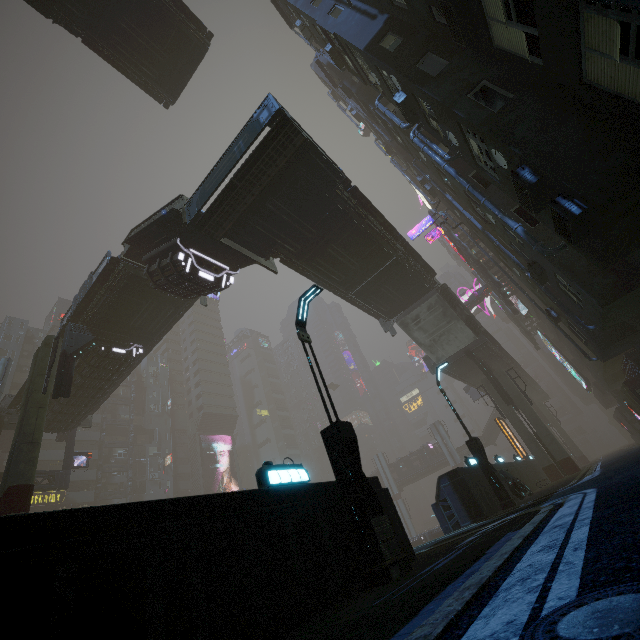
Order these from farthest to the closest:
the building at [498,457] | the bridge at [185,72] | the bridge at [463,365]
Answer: the bridge at [463,365]
the building at [498,457]
the bridge at [185,72]

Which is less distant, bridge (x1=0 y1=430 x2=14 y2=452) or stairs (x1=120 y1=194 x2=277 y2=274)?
stairs (x1=120 y1=194 x2=277 y2=274)

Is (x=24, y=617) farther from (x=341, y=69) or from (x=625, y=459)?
(x=341, y=69)

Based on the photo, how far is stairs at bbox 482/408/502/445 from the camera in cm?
5684

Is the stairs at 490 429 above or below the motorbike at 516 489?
above

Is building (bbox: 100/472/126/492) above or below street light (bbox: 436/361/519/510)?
above

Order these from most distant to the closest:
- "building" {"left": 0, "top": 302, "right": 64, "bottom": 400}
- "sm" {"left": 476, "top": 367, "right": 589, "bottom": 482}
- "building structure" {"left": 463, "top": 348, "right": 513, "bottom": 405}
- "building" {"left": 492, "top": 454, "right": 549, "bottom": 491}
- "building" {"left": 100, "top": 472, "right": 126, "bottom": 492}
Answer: "building" {"left": 100, "top": 472, "right": 126, "bottom": 492}
"building" {"left": 0, "top": 302, "right": 64, "bottom": 400}
"building structure" {"left": 463, "top": 348, "right": 513, "bottom": 405}
"sm" {"left": 476, "top": 367, "right": 589, "bottom": 482}
"building" {"left": 492, "top": 454, "right": 549, "bottom": 491}

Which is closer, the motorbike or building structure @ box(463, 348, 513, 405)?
the motorbike
